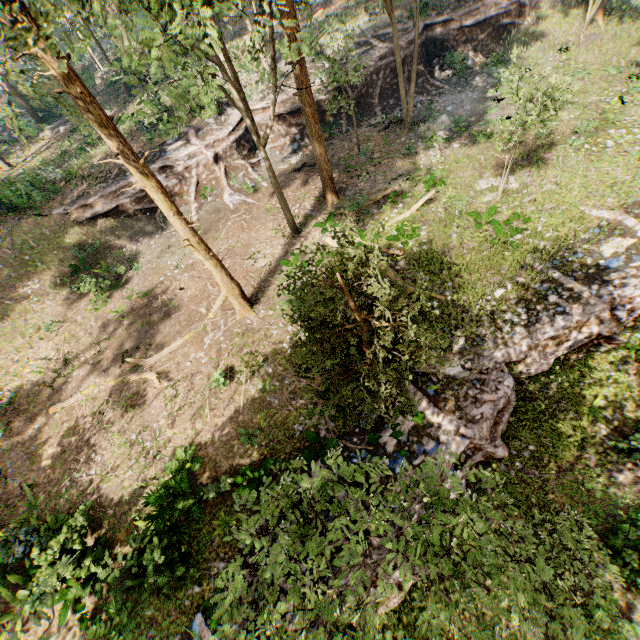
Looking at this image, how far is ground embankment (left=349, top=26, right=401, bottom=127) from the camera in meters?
25.4 m

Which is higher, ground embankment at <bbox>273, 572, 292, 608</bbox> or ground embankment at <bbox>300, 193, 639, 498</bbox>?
ground embankment at <bbox>273, 572, 292, 608</bbox>

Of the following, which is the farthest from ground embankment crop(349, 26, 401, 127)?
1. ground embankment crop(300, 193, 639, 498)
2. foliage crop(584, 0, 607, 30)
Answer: ground embankment crop(300, 193, 639, 498)

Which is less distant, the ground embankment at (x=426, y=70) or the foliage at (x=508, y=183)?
the foliage at (x=508, y=183)

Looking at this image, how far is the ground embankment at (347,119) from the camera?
25.1m

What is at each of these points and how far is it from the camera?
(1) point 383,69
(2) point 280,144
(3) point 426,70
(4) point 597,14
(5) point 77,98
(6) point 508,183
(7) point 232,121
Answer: (1) ground embankment, 25.7 meters
(2) ground embankment, 26.3 meters
(3) ground embankment, 26.8 meters
(4) foliage, 24.8 meters
(5) foliage, 8.9 meters
(6) foliage, 17.7 meters
(7) ground embankment, 24.6 meters
